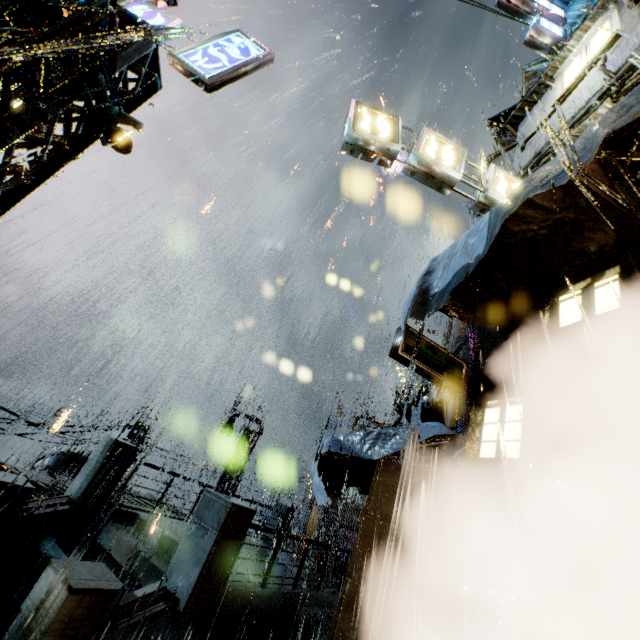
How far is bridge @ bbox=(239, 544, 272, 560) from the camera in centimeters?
1024cm

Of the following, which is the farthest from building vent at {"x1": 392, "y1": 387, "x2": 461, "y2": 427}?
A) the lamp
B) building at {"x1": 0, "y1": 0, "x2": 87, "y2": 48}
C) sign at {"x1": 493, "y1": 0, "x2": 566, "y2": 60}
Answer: the lamp

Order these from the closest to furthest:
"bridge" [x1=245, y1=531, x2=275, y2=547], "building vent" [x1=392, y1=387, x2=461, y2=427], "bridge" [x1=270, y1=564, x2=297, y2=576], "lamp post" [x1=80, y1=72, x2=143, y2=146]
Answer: "lamp post" [x1=80, y1=72, x2=143, y2=146] < "bridge" [x1=270, y1=564, x2=297, y2=576] < "building vent" [x1=392, y1=387, x2=461, y2=427] < "bridge" [x1=245, y1=531, x2=275, y2=547]

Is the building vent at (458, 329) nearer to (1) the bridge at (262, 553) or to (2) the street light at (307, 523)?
(1) the bridge at (262, 553)

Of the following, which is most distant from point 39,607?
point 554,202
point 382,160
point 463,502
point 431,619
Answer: point 382,160

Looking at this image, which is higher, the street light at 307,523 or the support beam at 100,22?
the support beam at 100,22

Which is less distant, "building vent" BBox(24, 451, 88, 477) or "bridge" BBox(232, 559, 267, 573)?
"bridge" BBox(232, 559, 267, 573)
